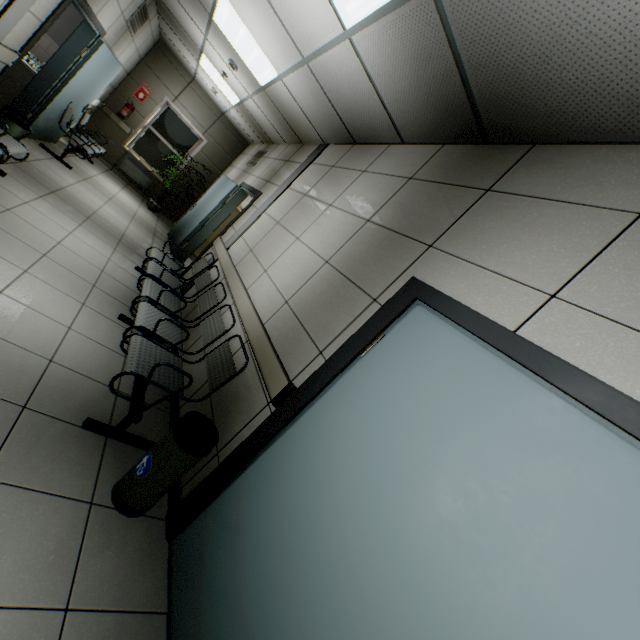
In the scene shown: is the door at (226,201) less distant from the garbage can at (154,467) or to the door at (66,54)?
the door at (66,54)

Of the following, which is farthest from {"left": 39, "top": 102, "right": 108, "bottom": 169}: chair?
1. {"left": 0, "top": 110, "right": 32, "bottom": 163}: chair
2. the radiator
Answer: {"left": 0, "top": 110, "right": 32, "bottom": 163}: chair

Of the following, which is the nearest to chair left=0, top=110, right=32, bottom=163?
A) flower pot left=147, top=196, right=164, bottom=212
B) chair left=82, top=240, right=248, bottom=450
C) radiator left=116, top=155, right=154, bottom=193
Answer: chair left=82, top=240, right=248, bottom=450

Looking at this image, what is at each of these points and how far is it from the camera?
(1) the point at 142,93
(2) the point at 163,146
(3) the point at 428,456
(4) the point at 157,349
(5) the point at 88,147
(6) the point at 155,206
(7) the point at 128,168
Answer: (1) sign, 8.2 meters
(2) window, 9.0 meters
(3) door, 1.3 meters
(4) chair, 2.6 meters
(5) chair, 6.3 meters
(6) flower pot, 8.5 meters
(7) radiator, 8.7 meters

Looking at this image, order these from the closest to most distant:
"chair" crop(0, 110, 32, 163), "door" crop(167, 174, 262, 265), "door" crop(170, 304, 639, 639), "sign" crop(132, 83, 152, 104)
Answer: "door" crop(170, 304, 639, 639), "chair" crop(0, 110, 32, 163), "door" crop(167, 174, 262, 265), "sign" crop(132, 83, 152, 104)

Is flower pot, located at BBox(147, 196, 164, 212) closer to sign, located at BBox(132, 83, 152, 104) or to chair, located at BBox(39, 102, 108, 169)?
chair, located at BBox(39, 102, 108, 169)

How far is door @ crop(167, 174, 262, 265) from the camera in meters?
5.5

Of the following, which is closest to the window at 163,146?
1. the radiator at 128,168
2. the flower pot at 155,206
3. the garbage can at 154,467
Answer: the radiator at 128,168
